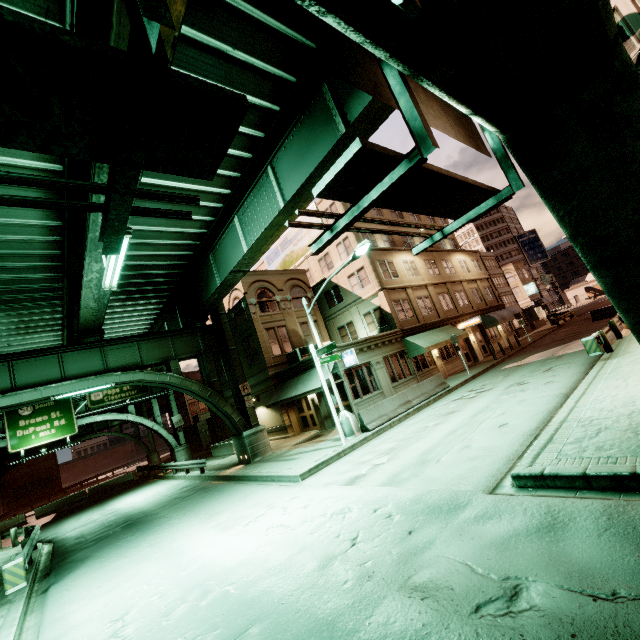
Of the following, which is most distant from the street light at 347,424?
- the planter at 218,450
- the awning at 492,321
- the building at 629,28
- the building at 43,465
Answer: the building at 43,465

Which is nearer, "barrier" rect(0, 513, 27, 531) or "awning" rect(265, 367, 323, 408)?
"awning" rect(265, 367, 323, 408)

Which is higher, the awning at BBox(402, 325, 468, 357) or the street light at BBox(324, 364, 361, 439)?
the awning at BBox(402, 325, 468, 357)

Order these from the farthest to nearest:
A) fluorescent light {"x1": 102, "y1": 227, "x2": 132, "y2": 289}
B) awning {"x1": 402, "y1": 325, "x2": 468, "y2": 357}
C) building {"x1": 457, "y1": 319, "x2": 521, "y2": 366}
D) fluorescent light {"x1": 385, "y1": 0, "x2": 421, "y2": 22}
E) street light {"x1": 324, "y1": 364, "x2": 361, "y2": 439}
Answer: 1. building {"x1": 457, "y1": 319, "x2": 521, "y2": 366}
2. awning {"x1": 402, "y1": 325, "x2": 468, "y2": 357}
3. street light {"x1": 324, "y1": 364, "x2": 361, "y2": 439}
4. fluorescent light {"x1": 102, "y1": 227, "x2": 132, "y2": 289}
5. fluorescent light {"x1": 385, "y1": 0, "x2": 421, "y2": 22}

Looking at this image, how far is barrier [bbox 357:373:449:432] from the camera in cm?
1561

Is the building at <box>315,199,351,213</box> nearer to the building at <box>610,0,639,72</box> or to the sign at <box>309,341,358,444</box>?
the sign at <box>309,341,358,444</box>

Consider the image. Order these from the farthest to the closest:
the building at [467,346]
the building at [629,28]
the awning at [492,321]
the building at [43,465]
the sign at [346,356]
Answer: the building at [43,465]
the awning at [492,321]
the building at [467,346]
the sign at [346,356]
the building at [629,28]

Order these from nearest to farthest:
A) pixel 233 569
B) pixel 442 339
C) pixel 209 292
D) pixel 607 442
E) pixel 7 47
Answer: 1. pixel 7 47
2. pixel 607 442
3. pixel 233 569
4. pixel 209 292
5. pixel 442 339
